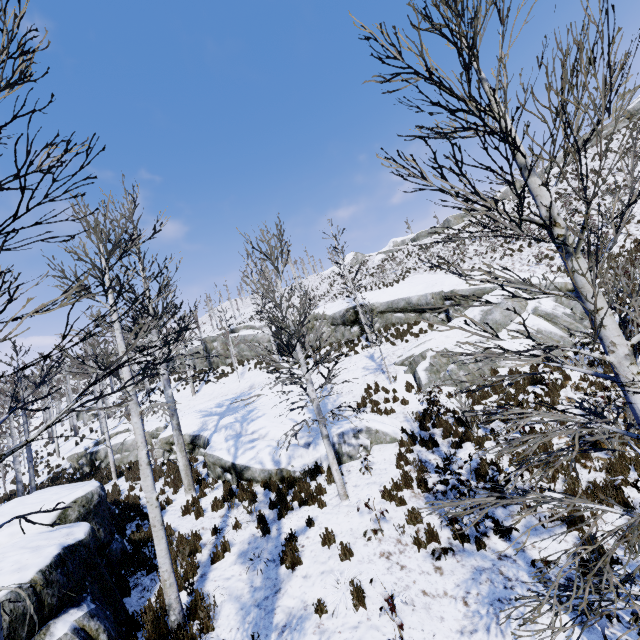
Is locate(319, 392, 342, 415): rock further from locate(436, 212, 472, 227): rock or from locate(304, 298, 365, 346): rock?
locate(436, 212, 472, 227): rock

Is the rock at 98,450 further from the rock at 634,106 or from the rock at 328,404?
the rock at 634,106

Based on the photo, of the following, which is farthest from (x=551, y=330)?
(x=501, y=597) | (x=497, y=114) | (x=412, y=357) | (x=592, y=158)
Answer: (x=592, y=158)

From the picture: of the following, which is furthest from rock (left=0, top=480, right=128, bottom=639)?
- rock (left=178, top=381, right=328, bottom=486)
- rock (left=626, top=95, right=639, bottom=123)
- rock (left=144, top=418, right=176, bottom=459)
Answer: rock (left=626, top=95, right=639, bottom=123)

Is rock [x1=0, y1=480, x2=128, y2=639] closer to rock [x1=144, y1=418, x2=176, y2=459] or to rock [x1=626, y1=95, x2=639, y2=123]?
rock [x1=144, y1=418, x2=176, y2=459]

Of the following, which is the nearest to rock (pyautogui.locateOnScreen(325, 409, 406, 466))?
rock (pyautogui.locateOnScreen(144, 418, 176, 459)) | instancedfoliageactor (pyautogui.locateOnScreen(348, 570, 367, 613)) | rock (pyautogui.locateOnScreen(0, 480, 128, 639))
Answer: rock (pyautogui.locateOnScreen(0, 480, 128, 639))

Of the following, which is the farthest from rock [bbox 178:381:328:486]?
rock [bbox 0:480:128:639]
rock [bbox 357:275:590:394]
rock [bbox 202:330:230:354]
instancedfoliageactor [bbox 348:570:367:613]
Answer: rock [bbox 202:330:230:354]

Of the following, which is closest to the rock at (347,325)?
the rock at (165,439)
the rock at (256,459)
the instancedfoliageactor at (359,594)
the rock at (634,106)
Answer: the rock at (256,459)
